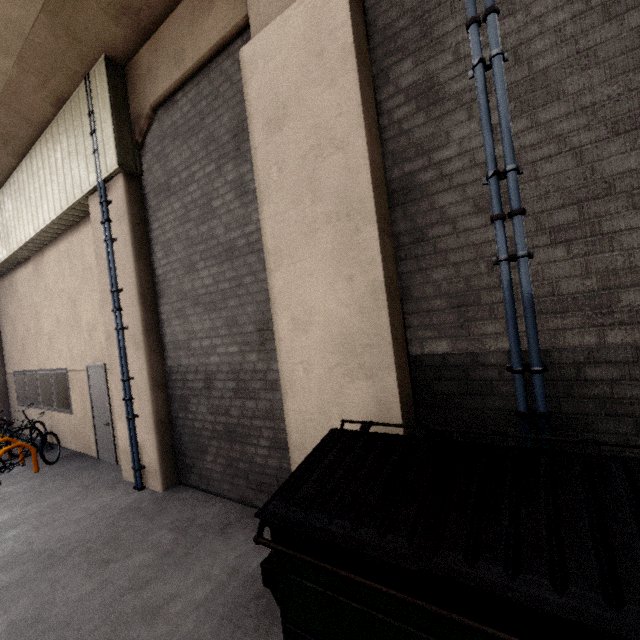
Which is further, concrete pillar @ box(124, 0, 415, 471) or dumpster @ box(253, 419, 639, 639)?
concrete pillar @ box(124, 0, 415, 471)

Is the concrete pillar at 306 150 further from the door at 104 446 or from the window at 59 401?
the window at 59 401

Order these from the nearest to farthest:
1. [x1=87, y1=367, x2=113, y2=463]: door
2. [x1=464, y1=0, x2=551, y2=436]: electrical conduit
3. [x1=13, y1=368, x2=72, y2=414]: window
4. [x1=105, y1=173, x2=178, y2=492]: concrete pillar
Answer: [x1=464, y1=0, x2=551, y2=436]: electrical conduit → [x1=105, y1=173, x2=178, y2=492]: concrete pillar → [x1=87, y1=367, x2=113, y2=463]: door → [x1=13, y1=368, x2=72, y2=414]: window

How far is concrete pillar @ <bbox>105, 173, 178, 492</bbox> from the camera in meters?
5.2 m

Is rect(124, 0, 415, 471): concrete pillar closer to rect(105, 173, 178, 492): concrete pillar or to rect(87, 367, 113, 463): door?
rect(105, 173, 178, 492): concrete pillar

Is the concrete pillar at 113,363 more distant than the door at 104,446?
No

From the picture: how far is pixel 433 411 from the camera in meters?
2.9 m

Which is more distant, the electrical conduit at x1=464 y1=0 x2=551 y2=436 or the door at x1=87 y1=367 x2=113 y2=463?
the door at x1=87 y1=367 x2=113 y2=463
